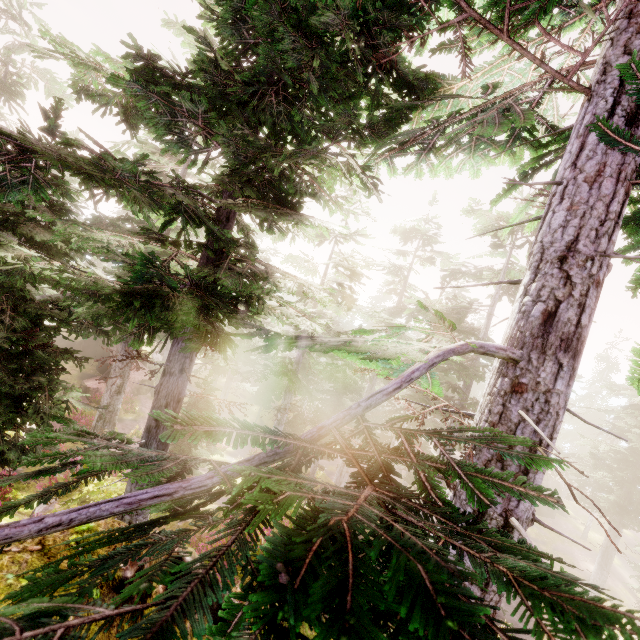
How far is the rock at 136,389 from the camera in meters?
31.2 m

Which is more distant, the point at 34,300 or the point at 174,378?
the point at 34,300

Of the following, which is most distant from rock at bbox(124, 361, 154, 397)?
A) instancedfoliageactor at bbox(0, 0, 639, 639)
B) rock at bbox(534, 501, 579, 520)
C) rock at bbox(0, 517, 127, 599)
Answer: rock at bbox(534, 501, 579, 520)

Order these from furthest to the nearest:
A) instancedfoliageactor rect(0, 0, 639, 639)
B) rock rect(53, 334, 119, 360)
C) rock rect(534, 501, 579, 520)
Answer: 1. rock rect(534, 501, 579, 520)
2. rock rect(53, 334, 119, 360)
3. instancedfoliageactor rect(0, 0, 639, 639)

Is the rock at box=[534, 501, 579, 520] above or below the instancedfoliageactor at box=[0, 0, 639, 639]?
below

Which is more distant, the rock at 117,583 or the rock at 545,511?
the rock at 545,511

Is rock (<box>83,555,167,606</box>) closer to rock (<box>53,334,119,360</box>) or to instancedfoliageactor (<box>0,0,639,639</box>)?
instancedfoliageactor (<box>0,0,639,639</box>)

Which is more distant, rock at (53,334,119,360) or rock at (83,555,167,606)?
rock at (53,334,119,360)
